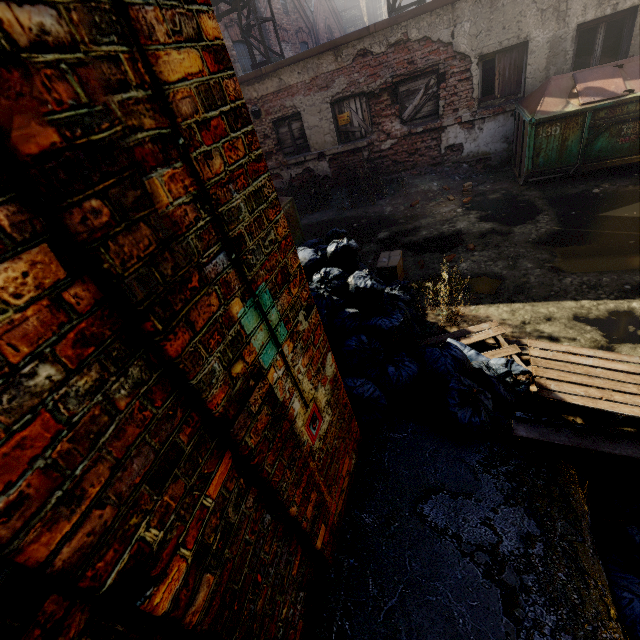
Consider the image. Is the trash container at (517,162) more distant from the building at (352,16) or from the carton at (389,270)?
the building at (352,16)

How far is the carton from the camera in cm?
528

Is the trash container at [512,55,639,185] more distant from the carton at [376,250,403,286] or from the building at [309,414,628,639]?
the building at [309,414,628,639]

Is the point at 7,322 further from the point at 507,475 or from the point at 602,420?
the point at 602,420

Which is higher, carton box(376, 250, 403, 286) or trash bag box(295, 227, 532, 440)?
trash bag box(295, 227, 532, 440)

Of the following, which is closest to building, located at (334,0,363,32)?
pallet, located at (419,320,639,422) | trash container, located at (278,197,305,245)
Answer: trash container, located at (278,197,305,245)

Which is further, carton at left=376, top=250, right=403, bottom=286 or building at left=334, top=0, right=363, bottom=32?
building at left=334, top=0, right=363, bottom=32

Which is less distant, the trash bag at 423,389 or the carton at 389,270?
the trash bag at 423,389
